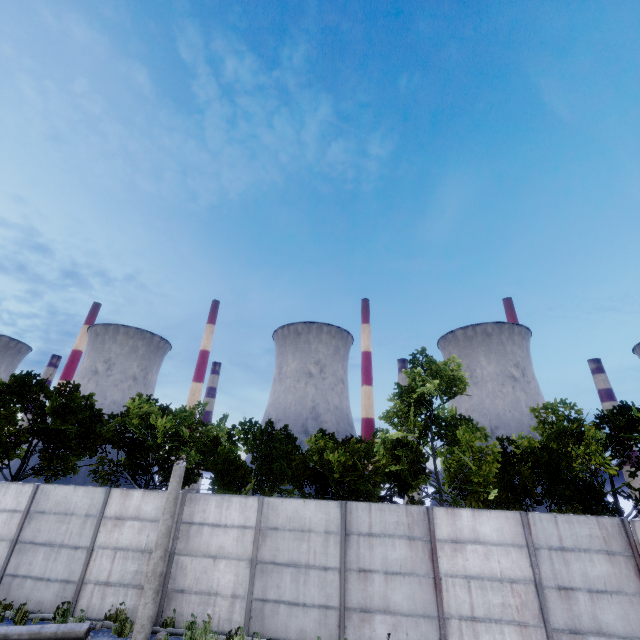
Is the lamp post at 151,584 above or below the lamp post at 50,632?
above

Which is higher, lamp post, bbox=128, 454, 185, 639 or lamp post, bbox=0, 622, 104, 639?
lamp post, bbox=128, 454, 185, 639

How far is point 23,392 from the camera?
18.9 meters
